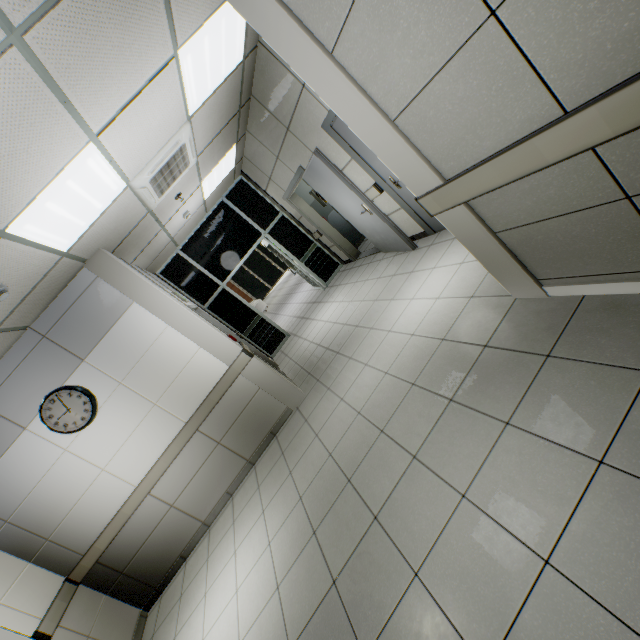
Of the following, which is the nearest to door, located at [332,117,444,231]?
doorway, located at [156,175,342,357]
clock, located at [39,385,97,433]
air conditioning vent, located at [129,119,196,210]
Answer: air conditioning vent, located at [129,119,196,210]

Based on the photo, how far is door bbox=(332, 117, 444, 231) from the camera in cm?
409

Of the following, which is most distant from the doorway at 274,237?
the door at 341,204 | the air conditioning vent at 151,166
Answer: the air conditioning vent at 151,166

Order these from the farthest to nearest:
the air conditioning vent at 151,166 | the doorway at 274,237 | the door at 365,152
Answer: the doorway at 274,237
the door at 365,152
the air conditioning vent at 151,166

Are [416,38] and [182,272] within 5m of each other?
no

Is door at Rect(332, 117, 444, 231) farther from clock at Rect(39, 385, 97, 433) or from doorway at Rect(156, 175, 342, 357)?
clock at Rect(39, 385, 97, 433)

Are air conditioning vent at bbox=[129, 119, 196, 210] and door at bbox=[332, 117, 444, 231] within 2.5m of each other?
yes

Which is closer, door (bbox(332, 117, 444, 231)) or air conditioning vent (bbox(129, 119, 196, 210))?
air conditioning vent (bbox(129, 119, 196, 210))
